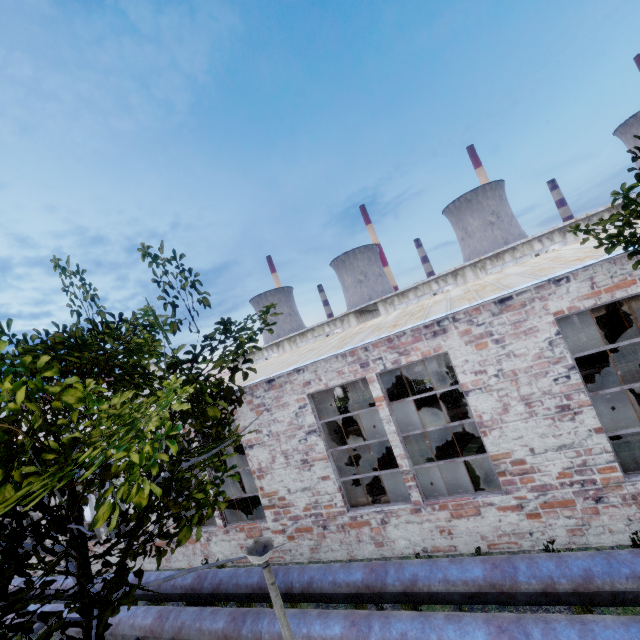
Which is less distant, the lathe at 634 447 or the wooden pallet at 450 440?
the lathe at 634 447

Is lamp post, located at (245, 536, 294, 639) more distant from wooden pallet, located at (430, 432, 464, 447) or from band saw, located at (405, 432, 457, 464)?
wooden pallet, located at (430, 432, 464, 447)

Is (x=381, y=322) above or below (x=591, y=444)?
above

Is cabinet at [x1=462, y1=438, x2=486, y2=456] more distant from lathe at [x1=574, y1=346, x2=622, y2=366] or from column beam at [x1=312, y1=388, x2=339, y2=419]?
lathe at [x1=574, y1=346, x2=622, y2=366]

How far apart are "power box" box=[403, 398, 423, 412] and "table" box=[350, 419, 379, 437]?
2.97m

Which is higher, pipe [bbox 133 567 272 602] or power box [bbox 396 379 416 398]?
power box [bbox 396 379 416 398]

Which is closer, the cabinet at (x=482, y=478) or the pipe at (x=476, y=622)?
the pipe at (x=476, y=622)

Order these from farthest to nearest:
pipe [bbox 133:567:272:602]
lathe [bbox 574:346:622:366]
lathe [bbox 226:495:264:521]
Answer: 1. lathe [bbox 574:346:622:366]
2. lathe [bbox 226:495:264:521]
3. pipe [bbox 133:567:272:602]
